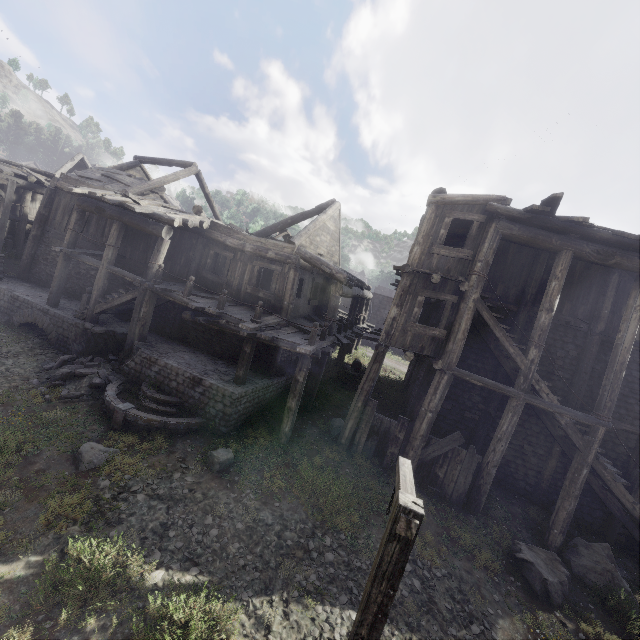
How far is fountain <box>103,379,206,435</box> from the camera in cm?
980

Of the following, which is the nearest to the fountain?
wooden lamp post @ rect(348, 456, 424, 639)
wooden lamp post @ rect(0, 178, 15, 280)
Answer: wooden lamp post @ rect(348, 456, 424, 639)

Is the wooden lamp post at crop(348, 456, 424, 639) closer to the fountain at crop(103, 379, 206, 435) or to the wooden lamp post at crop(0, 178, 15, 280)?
the fountain at crop(103, 379, 206, 435)

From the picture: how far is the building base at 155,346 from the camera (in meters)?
10.65

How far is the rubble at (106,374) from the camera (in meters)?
10.54

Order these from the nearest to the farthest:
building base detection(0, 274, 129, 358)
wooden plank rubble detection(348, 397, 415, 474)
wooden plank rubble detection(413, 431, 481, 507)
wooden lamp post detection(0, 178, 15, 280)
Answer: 1. wooden plank rubble detection(413, 431, 481, 507)
2. wooden plank rubble detection(348, 397, 415, 474)
3. building base detection(0, 274, 129, 358)
4. wooden lamp post detection(0, 178, 15, 280)

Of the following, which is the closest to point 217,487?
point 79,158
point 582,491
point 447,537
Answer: point 447,537

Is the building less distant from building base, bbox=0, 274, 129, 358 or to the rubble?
building base, bbox=0, 274, 129, 358
